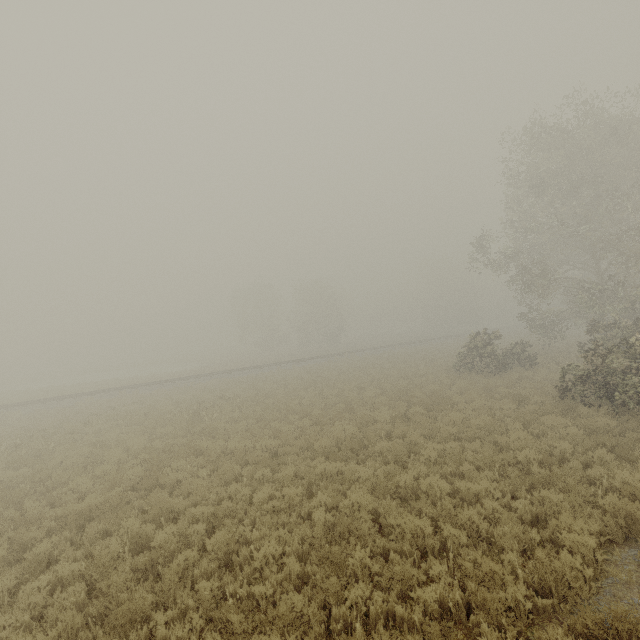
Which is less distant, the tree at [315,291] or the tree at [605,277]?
the tree at [605,277]

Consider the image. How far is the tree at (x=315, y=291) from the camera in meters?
52.0

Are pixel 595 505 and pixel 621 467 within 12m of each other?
yes

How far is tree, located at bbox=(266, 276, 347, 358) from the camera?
52.0 meters

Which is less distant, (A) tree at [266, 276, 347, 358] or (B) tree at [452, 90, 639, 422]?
(B) tree at [452, 90, 639, 422]
